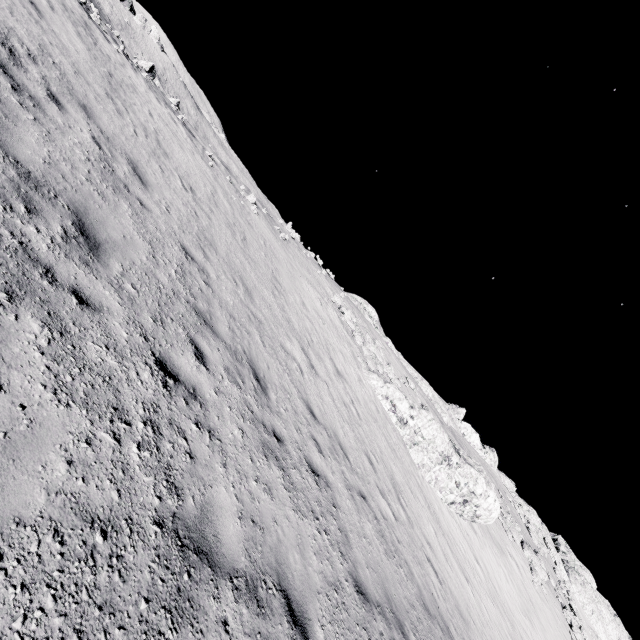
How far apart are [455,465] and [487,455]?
29.7m
